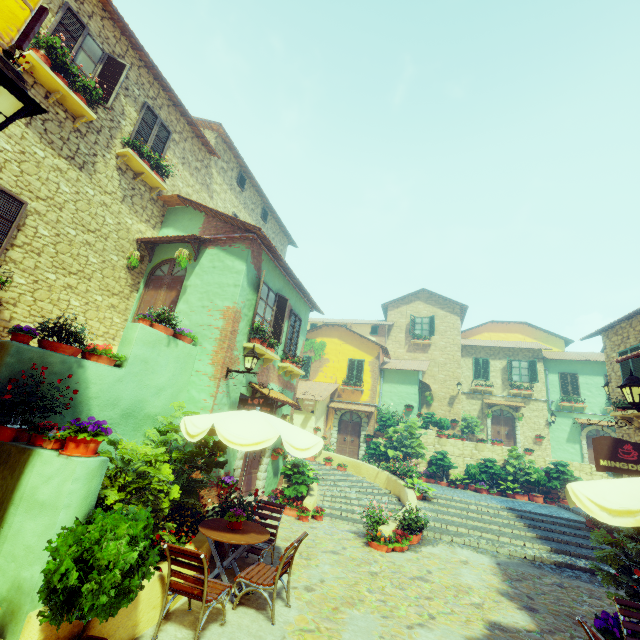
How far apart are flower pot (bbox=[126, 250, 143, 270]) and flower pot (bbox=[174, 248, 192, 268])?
1.4 meters

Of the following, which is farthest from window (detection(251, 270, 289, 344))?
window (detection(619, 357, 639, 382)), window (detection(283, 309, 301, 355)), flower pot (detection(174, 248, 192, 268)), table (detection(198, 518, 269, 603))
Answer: window (detection(619, 357, 639, 382))

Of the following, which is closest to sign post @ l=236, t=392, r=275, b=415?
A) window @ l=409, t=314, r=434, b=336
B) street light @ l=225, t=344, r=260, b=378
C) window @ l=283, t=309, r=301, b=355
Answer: street light @ l=225, t=344, r=260, b=378

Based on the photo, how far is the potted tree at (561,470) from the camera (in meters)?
15.67

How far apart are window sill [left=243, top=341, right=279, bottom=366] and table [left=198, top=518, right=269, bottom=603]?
4.3 meters

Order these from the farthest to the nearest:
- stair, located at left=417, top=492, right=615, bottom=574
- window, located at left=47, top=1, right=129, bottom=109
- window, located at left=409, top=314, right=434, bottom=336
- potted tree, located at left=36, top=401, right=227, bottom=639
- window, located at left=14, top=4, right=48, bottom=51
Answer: window, located at left=409, top=314, right=434, bottom=336 → stair, located at left=417, top=492, right=615, bottom=574 → window, located at left=47, top=1, right=129, bottom=109 → window, located at left=14, top=4, right=48, bottom=51 → potted tree, located at left=36, top=401, right=227, bottom=639

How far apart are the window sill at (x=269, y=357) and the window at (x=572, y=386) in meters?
21.6 m

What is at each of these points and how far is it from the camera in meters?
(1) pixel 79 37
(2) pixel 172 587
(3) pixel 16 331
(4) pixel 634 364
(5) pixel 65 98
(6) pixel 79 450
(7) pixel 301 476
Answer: (1) window, 8.0
(2) chair, 4.2
(3) flower pot, 4.8
(4) window, 10.3
(5) window sill, 7.6
(6) flower pot, 3.8
(7) flower pot, 10.8
